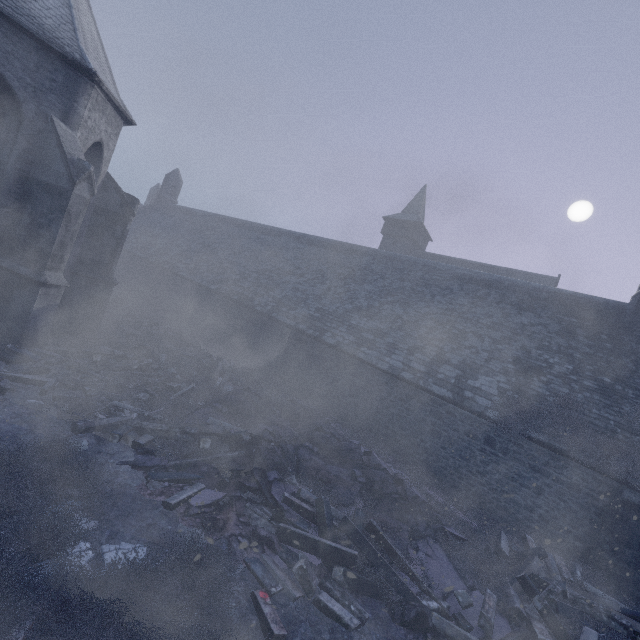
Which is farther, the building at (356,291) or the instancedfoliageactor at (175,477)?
the building at (356,291)

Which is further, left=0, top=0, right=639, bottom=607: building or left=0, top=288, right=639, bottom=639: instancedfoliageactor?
left=0, top=0, right=639, bottom=607: building

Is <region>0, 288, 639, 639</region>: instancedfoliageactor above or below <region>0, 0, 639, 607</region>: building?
below

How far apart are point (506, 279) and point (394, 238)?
17.6 meters

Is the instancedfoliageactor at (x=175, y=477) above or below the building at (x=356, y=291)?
below
